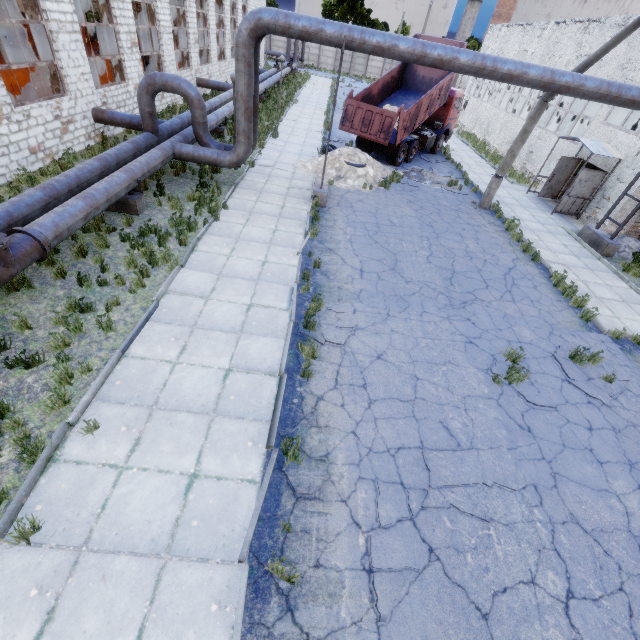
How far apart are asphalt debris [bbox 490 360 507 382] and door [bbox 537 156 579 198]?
15.6m

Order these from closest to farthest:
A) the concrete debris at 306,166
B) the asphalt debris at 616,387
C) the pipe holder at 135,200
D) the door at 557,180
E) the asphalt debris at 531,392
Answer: the asphalt debris at 531,392, the asphalt debris at 616,387, the pipe holder at 135,200, the concrete debris at 306,166, the door at 557,180

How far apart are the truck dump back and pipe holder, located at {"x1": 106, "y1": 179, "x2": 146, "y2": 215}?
11.3 meters

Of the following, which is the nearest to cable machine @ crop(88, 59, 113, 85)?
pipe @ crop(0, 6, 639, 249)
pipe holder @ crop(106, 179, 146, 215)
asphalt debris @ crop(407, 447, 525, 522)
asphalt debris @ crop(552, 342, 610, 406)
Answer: pipe @ crop(0, 6, 639, 249)

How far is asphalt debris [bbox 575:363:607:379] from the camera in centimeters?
774cm

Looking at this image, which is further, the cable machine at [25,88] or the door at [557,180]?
the door at [557,180]

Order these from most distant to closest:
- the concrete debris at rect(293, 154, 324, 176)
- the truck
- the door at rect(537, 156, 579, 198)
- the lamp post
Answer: the truck < the door at rect(537, 156, 579, 198) < the concrete debris at rect(293, 154, 324, 176) < the lamp post

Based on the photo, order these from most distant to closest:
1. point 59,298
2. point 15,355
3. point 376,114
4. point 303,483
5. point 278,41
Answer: point 278,41 < point 376,114 < point 59,298 < point 15,355 < point 303,483
